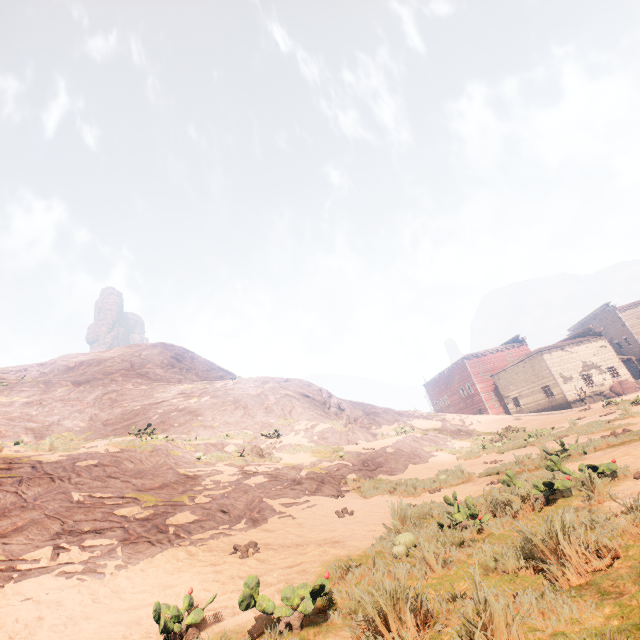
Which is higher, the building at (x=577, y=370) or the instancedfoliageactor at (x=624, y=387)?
the building at (x=577, y=370)

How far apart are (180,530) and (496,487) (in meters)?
6.55

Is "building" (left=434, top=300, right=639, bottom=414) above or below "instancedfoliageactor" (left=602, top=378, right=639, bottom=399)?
above

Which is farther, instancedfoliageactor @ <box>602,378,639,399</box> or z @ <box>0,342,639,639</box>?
instancedfoliageactor @ <box>602,378,639,399</box>

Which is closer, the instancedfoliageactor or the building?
the instancedfoliageactor

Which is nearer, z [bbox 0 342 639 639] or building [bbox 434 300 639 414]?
z [bbox 0 342 639 639]

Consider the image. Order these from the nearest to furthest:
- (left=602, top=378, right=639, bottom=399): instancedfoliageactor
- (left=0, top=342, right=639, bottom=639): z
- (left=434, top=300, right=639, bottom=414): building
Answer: (left=0, top=342, right=639, bottom=639): z
(left=602, top=378, right=639, bottom=399): instancedfoliageactor
(left=434, top=300, right=639, bottom=414): building

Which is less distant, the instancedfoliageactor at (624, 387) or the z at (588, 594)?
the z at (588, 594)
